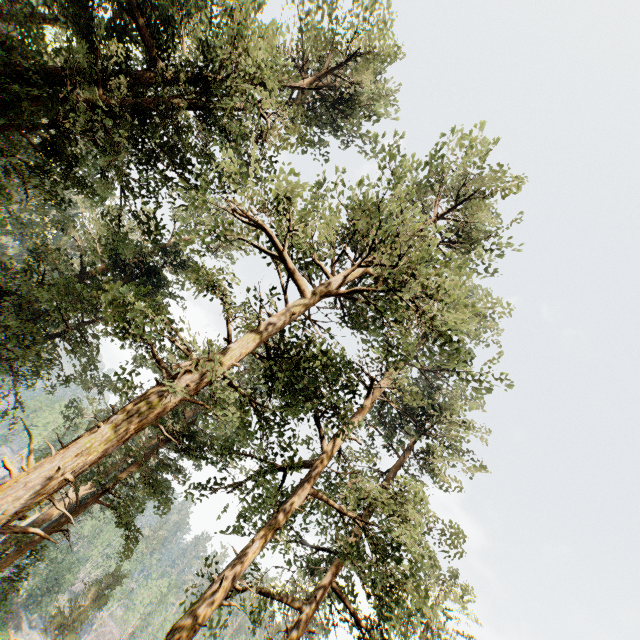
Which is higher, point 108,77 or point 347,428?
point 347,428
